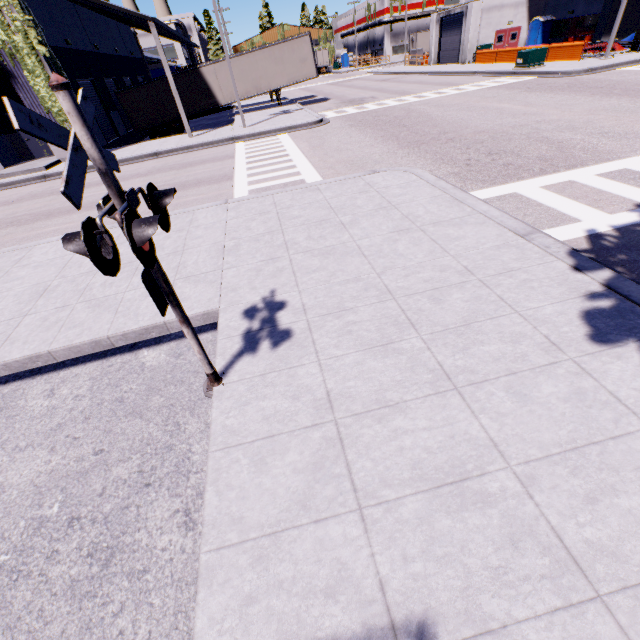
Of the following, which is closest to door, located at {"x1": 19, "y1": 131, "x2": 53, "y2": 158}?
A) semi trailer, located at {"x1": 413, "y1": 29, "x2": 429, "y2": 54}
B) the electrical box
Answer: semi trailer, located at {"x1": 413, "y1": 29, "x2": 429, "y2": 54}

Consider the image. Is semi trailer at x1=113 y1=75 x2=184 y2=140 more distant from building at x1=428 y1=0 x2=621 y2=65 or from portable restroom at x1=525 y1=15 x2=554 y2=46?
portable restroom at x1=525 y1=15 x2=554 y2=46

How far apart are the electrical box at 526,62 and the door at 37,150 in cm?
3222

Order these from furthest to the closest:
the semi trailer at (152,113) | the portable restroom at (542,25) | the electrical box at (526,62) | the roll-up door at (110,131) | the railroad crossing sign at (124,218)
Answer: the portable restroom at (542,25), the semi trailer at (152,113), the electrical box at (526,62), the roll-up door at (110,131), the railroad crossing sign at (124,218)

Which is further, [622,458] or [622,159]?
[622,159]

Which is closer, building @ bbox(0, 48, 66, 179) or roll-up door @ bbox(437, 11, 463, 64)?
building @ bbox(0, 48, 66, 179)

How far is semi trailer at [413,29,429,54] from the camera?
49.69m
